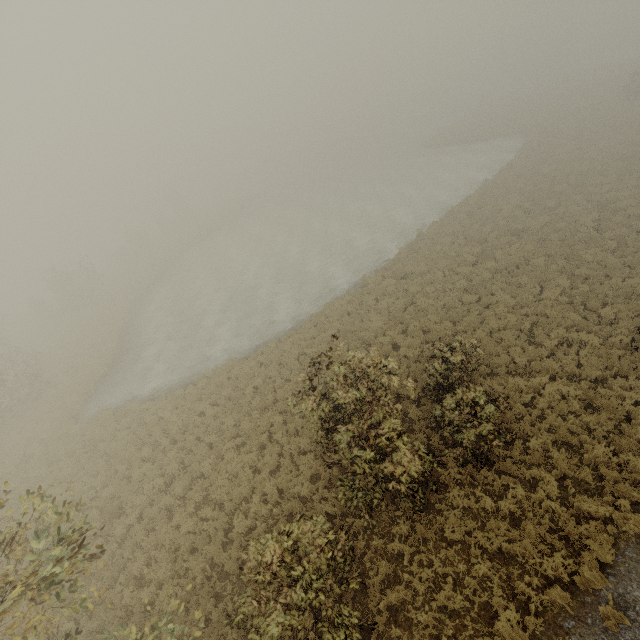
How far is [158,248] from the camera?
55.2m
